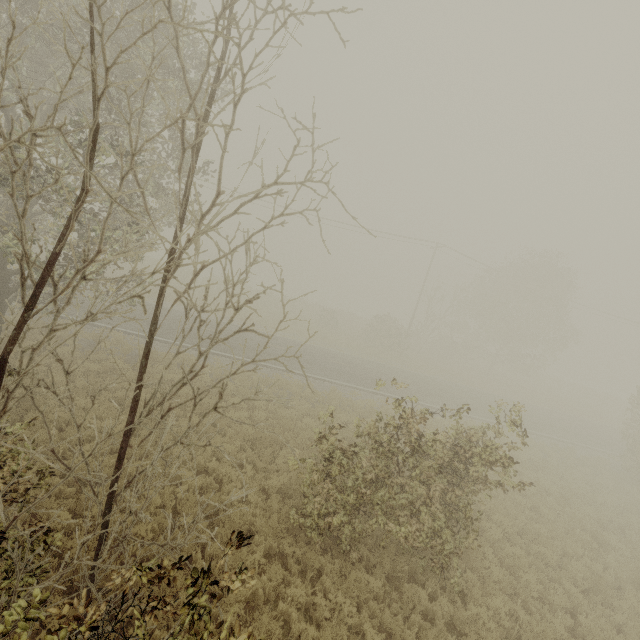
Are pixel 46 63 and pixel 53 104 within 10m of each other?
yes
